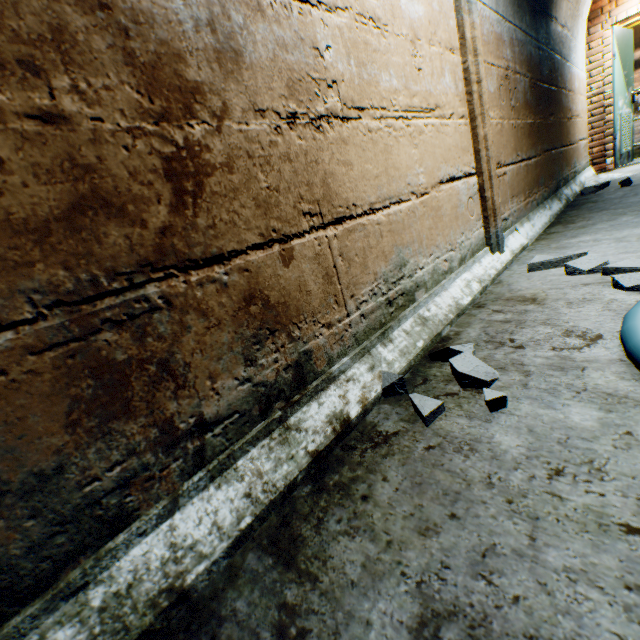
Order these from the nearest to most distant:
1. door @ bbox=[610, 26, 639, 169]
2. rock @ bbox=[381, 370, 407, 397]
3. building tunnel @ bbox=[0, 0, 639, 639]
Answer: building tunnel @ bbox=[0, 0, 639, 639] < rock @ bbox=[381, 370, 407, 397] < door @ bbox=[610, 26, 639, 169]

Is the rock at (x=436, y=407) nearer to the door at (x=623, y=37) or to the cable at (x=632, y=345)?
the cable at (x=632, y=345)

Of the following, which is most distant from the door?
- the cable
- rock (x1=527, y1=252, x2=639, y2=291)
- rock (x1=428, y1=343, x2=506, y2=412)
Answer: rock (x1=428, y1=343, x2=506, y2=412)

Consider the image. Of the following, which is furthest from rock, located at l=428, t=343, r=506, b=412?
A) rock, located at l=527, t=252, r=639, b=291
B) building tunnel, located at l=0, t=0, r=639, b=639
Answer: rock, located at l=527, t=252, r=639, b=291

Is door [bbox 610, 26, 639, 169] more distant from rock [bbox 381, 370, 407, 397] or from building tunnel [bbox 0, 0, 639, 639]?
rock [bbox 381, 370, 407, 397]

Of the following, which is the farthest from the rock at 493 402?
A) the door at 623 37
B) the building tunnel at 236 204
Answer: the door at 623 37

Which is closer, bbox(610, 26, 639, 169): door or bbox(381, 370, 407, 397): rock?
bbox(381, 370, 407, 397): rock

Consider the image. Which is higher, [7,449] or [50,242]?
[50,242]
